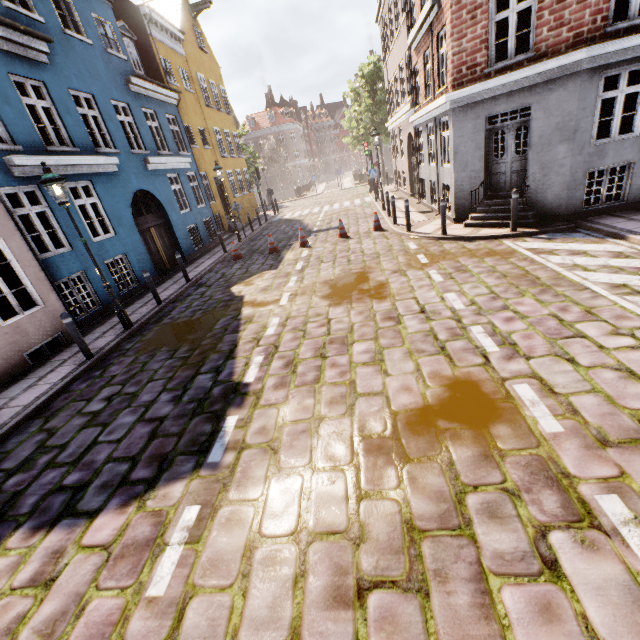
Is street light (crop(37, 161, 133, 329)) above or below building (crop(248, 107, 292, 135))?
below

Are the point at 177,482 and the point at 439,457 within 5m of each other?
yes

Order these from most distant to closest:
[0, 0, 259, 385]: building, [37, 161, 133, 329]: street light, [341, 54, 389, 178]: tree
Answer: [341, 54, 389, 178]: tree < [0, 0, 259, 385]: building < [37, 161, 133, 329]: street light

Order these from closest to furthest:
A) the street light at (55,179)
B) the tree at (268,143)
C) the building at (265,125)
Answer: the street light at (55,179) → the tree at (268,143) → the building at (265,125)

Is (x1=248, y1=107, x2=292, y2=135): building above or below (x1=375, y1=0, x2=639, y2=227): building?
above

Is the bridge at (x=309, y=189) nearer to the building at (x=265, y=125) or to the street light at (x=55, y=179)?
the building at (x=265, y=125)

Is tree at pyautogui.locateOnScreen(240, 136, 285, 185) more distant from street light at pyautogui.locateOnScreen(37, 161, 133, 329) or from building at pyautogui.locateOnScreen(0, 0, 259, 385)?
street light at pyautogui.locateOnScreen(37, 161, 133, 329)
